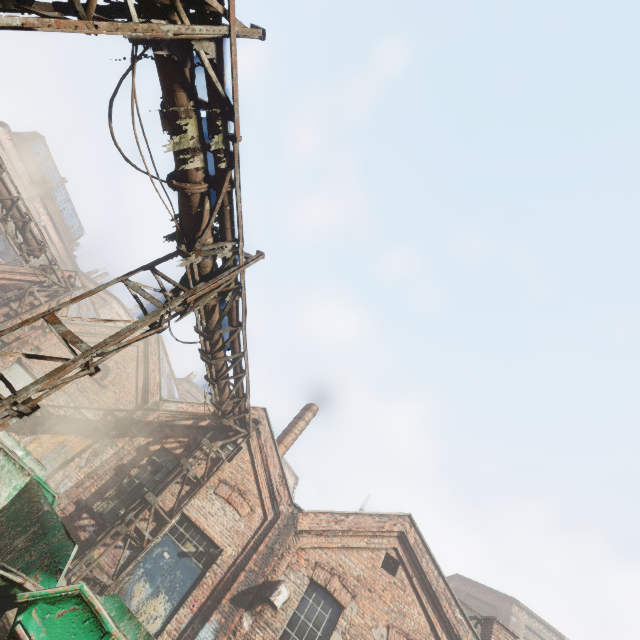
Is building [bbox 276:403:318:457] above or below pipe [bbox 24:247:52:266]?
above

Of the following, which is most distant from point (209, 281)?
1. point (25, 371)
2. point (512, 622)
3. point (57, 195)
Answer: point (57, 195)

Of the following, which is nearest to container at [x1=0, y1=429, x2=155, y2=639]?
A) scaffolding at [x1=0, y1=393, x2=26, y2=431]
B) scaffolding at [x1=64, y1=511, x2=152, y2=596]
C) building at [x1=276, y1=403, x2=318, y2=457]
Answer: scaffolding at [x1=0, y1=393, x2=26, y2=431]

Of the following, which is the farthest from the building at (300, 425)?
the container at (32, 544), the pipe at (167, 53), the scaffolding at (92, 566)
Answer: the container at (32, 544)

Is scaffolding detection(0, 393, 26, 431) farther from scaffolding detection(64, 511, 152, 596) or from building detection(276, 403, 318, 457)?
building detection(276, 403, 318, 457)

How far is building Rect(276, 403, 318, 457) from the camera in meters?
15.2 m

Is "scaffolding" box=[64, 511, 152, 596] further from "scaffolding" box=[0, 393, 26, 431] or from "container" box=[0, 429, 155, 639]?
"scaffolding" box=[0, 393, 26, 431]

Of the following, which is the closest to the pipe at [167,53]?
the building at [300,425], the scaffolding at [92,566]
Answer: the scaffolding at [92,566]
